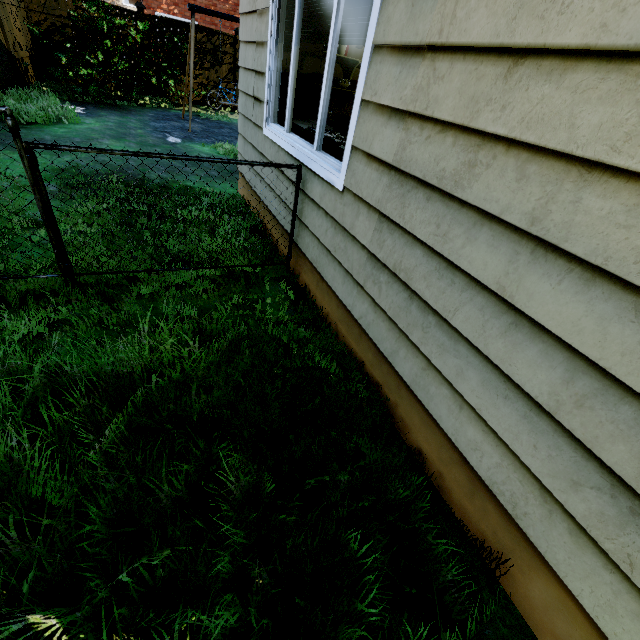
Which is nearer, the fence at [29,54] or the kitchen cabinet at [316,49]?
the kitchen cabinet at [316,49]

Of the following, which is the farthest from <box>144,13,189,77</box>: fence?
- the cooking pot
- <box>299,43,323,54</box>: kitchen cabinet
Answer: the cooking pot

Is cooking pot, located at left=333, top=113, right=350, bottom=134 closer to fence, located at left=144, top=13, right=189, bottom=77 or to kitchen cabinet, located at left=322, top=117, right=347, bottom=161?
kitchen cabinet, located at left=322, top=117, right=347, bottom=161

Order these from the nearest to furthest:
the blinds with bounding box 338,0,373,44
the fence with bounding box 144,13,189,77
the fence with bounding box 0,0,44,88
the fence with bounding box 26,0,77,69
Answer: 1. the blinds with bounding box 338,0,373,44
2. the fence with bounding box 0,0,44,88
3. the fence with bounding box 26,0,77,69
4. the fence with bounding box 144,13,189,77

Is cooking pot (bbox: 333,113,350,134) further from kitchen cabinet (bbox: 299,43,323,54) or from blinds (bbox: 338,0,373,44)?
blinds (bbox: 338,0,373,44)

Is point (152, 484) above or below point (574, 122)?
below

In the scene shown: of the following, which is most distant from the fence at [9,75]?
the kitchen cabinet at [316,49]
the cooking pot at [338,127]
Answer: the cooking pot at [338,127]
